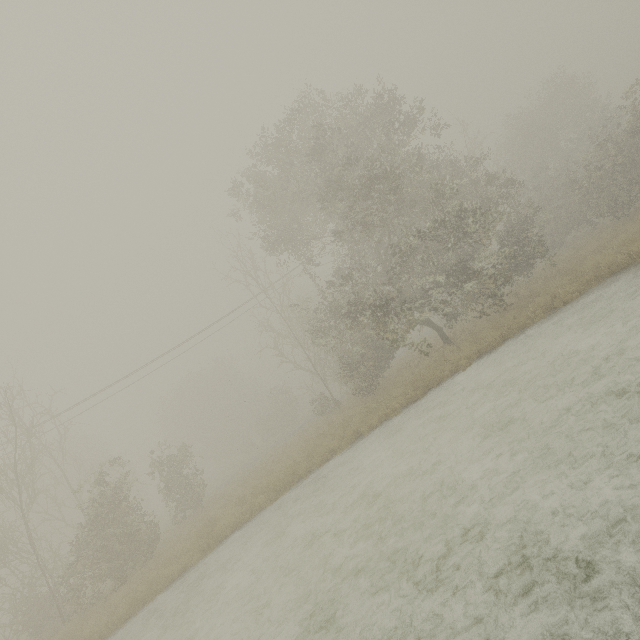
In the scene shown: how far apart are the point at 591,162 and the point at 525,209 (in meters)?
4.41
